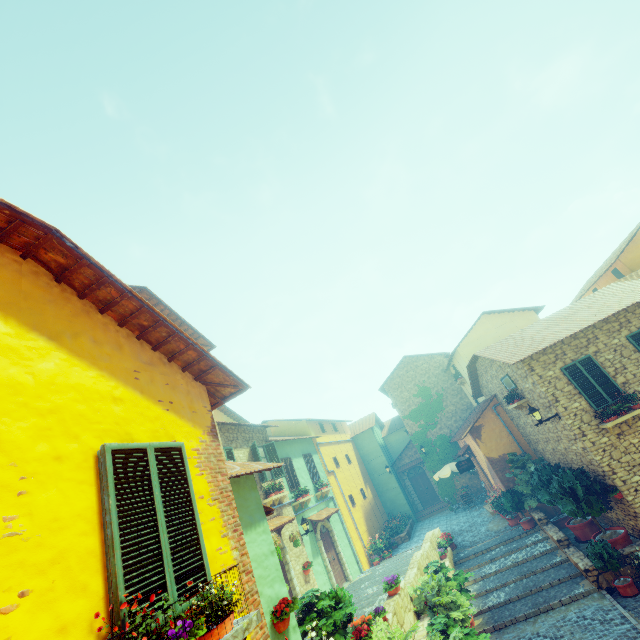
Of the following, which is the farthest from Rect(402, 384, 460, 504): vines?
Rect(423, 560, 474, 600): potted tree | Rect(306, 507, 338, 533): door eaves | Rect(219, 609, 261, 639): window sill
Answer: Rect(219, 609, 261, 639): window sill

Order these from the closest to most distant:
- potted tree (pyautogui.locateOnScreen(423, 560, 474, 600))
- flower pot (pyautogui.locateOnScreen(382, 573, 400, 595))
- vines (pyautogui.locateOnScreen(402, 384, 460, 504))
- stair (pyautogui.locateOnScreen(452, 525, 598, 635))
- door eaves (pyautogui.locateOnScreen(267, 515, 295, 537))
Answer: flower pot (pyautogui.locateOnScreen(382, 573, 400, 595)) → stair (pyautogui.locateOnScreen(452, 525, 598, 635)) → potted tree (pyautogui.locateOnScreen(423, 560, 474, 600)) → door eaves (pyautogui.locateOnScreen(267, 515, 295, 537)) → vines (pyautogui.locateOnScreen(402, 384, 460, 504))

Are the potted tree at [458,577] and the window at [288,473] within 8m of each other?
yes

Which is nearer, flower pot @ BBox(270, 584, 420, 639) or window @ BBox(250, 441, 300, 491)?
flower pot @ BBox(270, 584, 420, 639)

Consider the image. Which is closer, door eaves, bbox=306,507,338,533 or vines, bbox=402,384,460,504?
door eaves, bbox=306,507,338,533

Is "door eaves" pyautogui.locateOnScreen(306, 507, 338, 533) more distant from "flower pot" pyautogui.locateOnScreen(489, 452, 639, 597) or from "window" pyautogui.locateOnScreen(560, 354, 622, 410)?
"window" pyautogui.locateOnScreen(560, 354, 622, 410)

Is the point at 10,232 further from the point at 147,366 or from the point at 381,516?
the point at 381,516

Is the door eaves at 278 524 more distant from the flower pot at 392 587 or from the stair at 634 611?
the stair at 634 611
